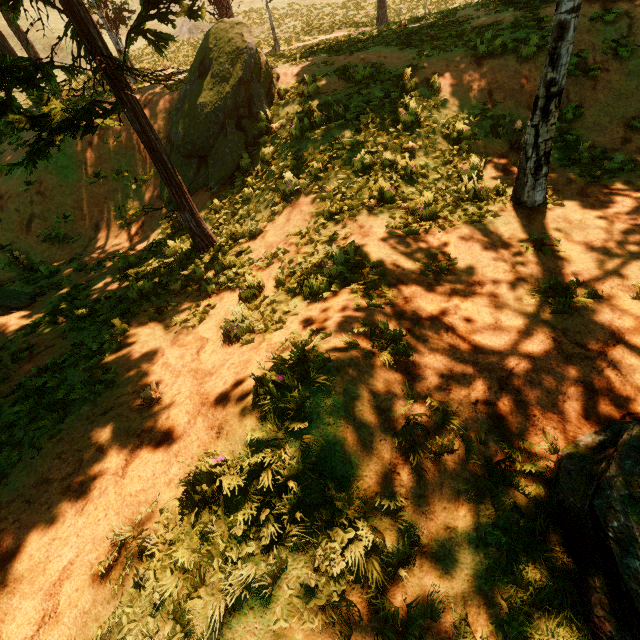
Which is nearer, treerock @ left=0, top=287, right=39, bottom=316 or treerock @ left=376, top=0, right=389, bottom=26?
treerock @ left=0, top=287, right=39, bottom=316

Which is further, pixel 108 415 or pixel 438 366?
pixel 108 415

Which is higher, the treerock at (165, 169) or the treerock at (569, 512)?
the treerock at (165, 169)

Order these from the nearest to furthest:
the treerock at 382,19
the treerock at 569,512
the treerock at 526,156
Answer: the treerock at 569,512
the treerock at 526,156
the treerock at 382,19

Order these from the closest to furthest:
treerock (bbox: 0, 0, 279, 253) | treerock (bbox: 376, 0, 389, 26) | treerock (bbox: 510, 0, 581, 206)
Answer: treerock (bbox: 510, 0, 581, 206) → treerock (bbox: 0, 0, 279, 253) → treerock (bbox: 376, 0, 389, 26)
